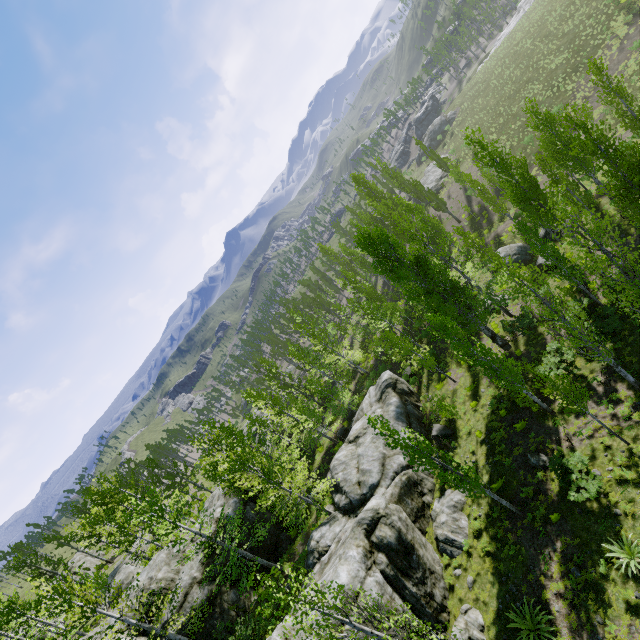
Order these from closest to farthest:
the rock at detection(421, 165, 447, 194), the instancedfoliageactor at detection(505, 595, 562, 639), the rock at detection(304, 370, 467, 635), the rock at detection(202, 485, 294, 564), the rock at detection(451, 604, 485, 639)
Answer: the instancedfoliageactor at detection(505, 595, 562, 639)
the rock at detection(451, 604, 485, 639)
the rock at detection(304, 370, 467, 635)
the rock at detection(202, 485, 294, 564)
the rock at detection(421, 165, 447, 194)

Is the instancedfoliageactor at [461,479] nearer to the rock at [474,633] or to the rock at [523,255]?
the rock at [474,633]

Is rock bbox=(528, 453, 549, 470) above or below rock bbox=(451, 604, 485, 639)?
below

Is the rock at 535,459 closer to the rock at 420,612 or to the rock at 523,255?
the rock at 420,612

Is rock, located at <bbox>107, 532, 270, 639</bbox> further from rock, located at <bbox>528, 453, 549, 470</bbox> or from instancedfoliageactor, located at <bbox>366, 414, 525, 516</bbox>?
rock, located at <bbox>528, 453, 549, 470</bbox>

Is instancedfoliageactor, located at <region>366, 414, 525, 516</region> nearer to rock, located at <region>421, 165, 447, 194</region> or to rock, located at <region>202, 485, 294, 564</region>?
rock, located at <region>202, 485, 294, 564</region>

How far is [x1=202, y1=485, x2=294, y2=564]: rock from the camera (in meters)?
24.18

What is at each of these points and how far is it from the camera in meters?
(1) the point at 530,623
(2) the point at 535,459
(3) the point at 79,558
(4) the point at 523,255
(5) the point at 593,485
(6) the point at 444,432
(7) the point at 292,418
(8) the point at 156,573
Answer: (1) instancedfoliageactor, 11.8
(2) rock, 16.1
(3) rock, 42.3
(4) rock, 29.5
(5) instancedfoliageactor, 12.6
(6) rock, 22.0
(7) instancedfoliageactor, 32.1
(8) rock, 21.8
